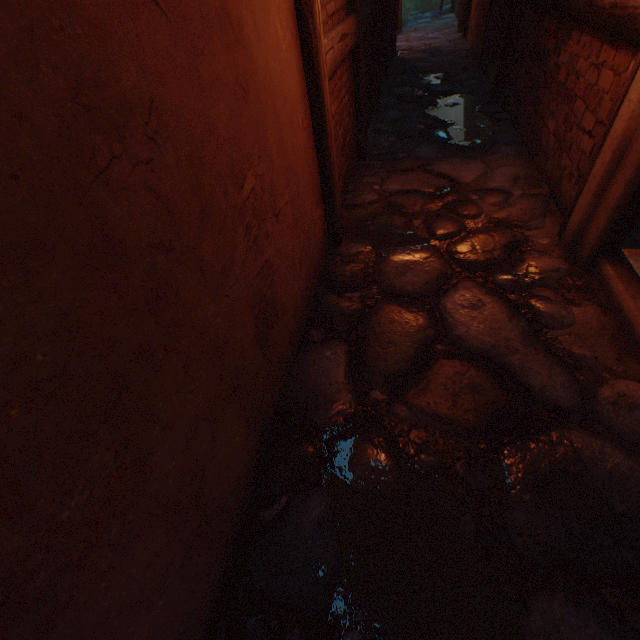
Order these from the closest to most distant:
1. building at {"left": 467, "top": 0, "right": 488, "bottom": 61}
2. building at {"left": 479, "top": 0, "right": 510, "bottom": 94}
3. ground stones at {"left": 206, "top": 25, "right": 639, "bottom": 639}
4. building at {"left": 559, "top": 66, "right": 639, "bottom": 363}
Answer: ground stones at {"left": 206, "top": 25, "right": 639, "bottom": 639} < building at {"left": 559, "top": 66, "right": 639, "bottom": 363} < building at {"left": 479, "top": 0, "right": 510, "bottom": 94} < building at {"left": 467, "top": 0, "right": 488, "bottom": 61}

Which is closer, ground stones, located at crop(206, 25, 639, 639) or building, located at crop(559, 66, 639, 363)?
ground stones, located at crop(206, 25, 639, 639)

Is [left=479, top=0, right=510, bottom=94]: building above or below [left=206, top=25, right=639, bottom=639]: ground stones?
above

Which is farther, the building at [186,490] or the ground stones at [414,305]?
the ground stones at [414,305]

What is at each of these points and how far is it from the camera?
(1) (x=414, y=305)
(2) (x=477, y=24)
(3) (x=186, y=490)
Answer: (1) ground stones, 2.33m
(2) building, 7.41m
(3) building, 1.10m
